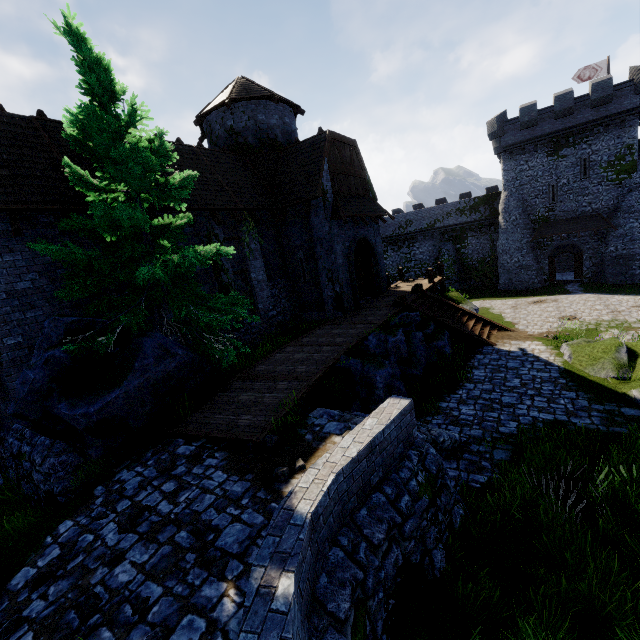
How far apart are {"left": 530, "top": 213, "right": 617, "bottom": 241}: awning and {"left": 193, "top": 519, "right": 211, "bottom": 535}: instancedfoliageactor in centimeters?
3633cm

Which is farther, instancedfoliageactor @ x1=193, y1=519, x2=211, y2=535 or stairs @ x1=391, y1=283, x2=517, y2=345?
stairs @ x1=391, y1=283, x2=517, y2=345

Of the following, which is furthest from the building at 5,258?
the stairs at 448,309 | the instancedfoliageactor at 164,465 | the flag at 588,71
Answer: the flag at 588,71

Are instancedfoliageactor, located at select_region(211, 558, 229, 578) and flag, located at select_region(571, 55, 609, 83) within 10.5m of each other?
no

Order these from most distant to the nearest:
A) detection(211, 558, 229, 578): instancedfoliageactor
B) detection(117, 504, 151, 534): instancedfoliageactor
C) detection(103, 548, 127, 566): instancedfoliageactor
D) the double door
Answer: the double door, detection(117, 504, 151, 534): instancedfoliageactor, detection(103, 548, 127, 566): instancedfoliageactor, detection(211, 558, 229, 578): instancedfoliageactor

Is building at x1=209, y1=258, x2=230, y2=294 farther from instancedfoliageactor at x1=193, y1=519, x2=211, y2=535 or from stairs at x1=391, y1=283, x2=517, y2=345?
instancedfoliageactor at x1=193, y1=519, x2=211, y2=535

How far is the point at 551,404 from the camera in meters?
9.3

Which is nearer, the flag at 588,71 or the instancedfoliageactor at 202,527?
the instancedfoliageactor at 202,527
